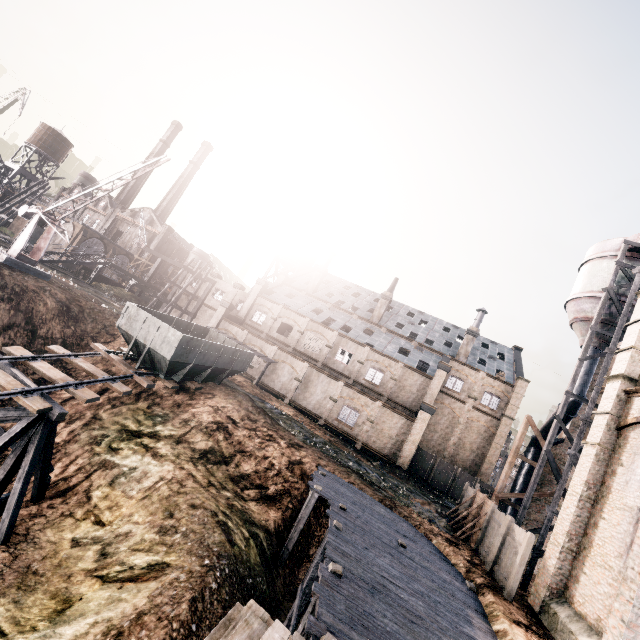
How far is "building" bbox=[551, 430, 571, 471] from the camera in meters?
25.6

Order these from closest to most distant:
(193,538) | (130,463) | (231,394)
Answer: (193,538) < (130,463) < (231,394)

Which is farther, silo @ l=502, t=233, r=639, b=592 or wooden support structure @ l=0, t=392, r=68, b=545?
silo @ l=502, t=233, r=639, b=592

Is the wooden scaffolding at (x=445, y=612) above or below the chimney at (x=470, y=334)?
below

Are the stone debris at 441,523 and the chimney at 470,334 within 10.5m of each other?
no

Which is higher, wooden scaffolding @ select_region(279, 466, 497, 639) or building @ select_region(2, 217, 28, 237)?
building @ select_region(2, 217, 28, 237)

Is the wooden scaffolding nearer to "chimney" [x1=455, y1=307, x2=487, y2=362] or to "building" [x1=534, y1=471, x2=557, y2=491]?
"building" [x1=534, y1=471, x2=557, y2=491]

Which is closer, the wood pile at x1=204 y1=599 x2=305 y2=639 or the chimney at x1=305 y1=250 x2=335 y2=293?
the wood pile at x1=204 y1=599 x2=305 y2=639
